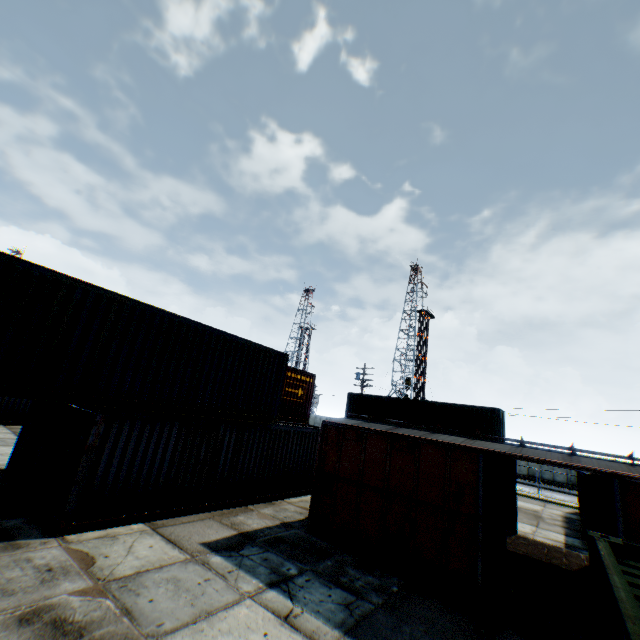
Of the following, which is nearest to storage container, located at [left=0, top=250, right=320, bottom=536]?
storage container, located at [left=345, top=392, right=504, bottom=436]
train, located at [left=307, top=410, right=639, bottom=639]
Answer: train, located at [left=307, top=410, right=639, bottom=639]

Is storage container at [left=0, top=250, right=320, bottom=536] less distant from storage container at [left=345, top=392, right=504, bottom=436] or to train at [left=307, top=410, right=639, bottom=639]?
train at [left=307, top=410, right=639, bottom=639]

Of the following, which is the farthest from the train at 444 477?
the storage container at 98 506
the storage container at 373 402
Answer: the storage container at 373 402

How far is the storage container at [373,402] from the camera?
22.3m

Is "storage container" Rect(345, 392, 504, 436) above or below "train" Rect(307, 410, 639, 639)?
above

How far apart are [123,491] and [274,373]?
6.38m

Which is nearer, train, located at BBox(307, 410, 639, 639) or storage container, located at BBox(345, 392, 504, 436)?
train, located at BBox(307, 410, 639, 639)
